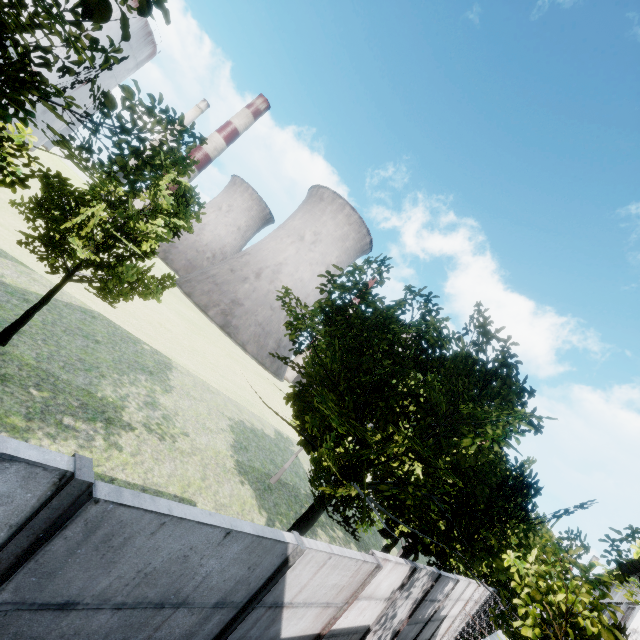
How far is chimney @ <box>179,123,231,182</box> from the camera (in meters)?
58.53

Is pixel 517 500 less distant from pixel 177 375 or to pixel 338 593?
pixel 338 593

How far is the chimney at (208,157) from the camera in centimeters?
5853cm

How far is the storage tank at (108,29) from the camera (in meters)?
58.16

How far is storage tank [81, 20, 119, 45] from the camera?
58.2m
